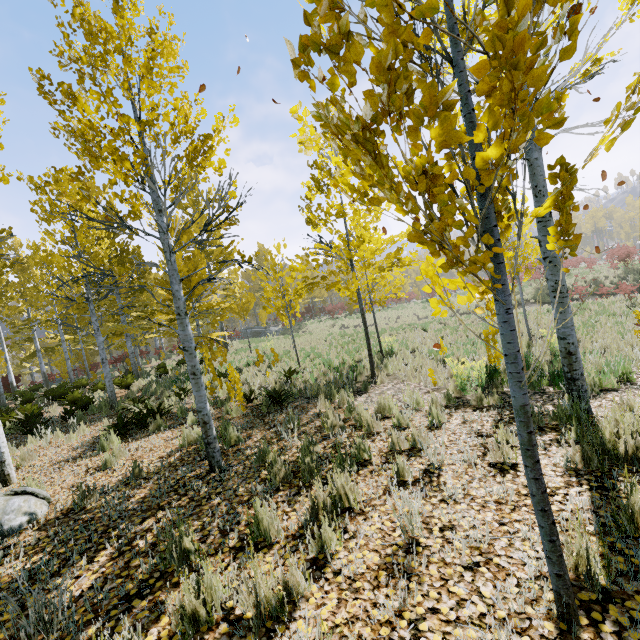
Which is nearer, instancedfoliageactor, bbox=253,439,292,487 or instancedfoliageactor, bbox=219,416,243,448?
instancedfoliageactor, bbox=253,439,292,487

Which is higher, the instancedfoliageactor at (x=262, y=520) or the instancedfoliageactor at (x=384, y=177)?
the instancedfoliageactor at (x=384, y=177)

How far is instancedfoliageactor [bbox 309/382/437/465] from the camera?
4.36m

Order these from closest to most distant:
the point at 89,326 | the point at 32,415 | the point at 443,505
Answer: the point at 443,505 < the point at 32,415 < the point at 89,326

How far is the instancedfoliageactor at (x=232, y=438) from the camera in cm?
538
